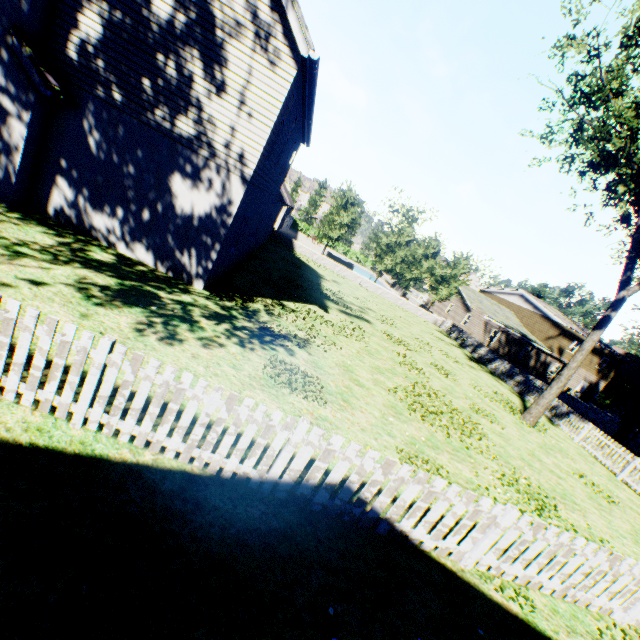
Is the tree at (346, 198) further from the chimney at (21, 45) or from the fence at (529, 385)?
the chimney at (21, 45)

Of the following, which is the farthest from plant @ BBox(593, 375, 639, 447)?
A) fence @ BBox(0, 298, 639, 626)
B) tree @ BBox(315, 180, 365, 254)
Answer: tree @ BBox(315, 180, 365, 254)

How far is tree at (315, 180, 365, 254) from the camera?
31.12m

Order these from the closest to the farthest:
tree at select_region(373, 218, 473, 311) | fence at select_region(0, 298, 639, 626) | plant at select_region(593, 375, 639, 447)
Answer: fence at select_region(0, 298, 639, 626)
plant at select_region(593, 375, 639, 447)
tree at select_region(373, 218, 473, 311)

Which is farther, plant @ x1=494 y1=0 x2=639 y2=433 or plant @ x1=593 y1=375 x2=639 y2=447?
plant @ x1=593 y1=375 x2=639 y2=447

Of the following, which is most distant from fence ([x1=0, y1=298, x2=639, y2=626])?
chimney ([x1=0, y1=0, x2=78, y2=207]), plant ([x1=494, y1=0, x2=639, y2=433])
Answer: chimney ([x1=0, y1=0, x2=78, y2=207])

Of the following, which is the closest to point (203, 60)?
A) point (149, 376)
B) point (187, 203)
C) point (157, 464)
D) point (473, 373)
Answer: point (187, 203)

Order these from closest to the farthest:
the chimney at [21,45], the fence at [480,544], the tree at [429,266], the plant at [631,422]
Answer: the fence at [480,544]
the chimney at [21,45]
the plant at [631,422]
the tree at [429,266]
